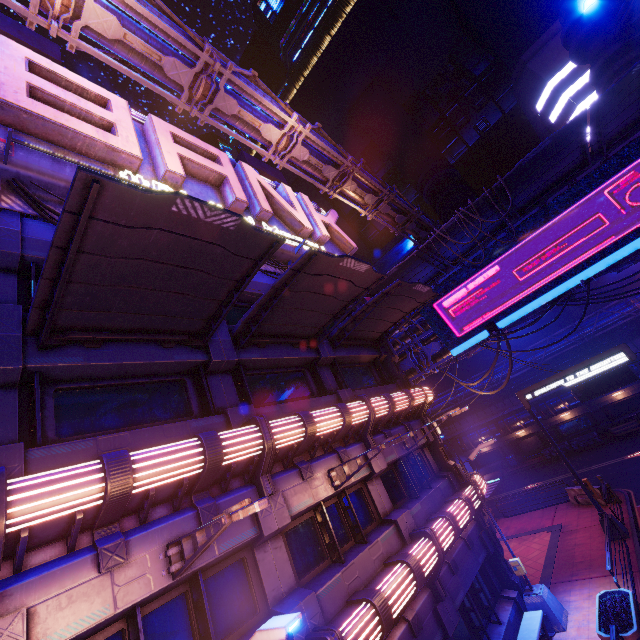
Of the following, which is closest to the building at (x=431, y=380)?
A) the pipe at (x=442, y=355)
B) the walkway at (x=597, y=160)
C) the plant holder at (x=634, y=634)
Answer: the walkway at (x=597, y=160)

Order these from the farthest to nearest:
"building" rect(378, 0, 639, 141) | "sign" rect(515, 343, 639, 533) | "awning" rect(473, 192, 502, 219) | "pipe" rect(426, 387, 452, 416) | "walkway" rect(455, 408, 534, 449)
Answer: "pipe" rect(426, 387, 452, 416)
"walkway" rect(455, 408, 534, 449)
"building" rect(378, 0, 639, 141)
"awning" rect(473, 192, 502, 219)
"sign" rect(515, 343, 639, 533)

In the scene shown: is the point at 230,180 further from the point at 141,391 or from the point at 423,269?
the point at 423,269

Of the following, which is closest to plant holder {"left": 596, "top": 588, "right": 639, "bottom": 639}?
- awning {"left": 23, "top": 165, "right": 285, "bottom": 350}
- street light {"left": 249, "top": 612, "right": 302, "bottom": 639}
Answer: street light {"left": 249, "top": 612, "right": 302, "bottom": 639}

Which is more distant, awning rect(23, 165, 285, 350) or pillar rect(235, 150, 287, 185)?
pillar rect(235, 150, 287, 185)

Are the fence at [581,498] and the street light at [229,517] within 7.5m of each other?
no

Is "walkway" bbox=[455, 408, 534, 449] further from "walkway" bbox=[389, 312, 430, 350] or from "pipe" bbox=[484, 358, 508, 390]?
"walkway" bbox=[389, 312, 430, 350]

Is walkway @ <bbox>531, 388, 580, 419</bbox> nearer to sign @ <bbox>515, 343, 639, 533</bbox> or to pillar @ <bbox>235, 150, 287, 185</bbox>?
sign @ <bbox>515, 343, 639, 533</bbox>
